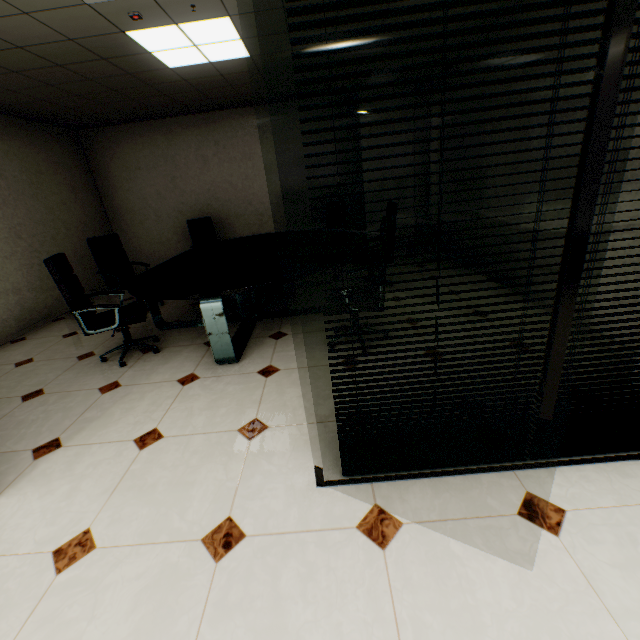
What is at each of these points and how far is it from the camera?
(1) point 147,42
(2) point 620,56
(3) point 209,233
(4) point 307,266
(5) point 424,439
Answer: (1) light, 3.20m
(2) door, 0.60m
(3) chair, 6.30m
(4) table, 3.29m
(5) blinds, 1.70m

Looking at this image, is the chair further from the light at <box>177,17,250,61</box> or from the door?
the door

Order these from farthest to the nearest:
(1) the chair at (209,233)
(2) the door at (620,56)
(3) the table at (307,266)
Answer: (1) the chair at (209,233)
(3) the table at (307,266)
(2) the door at (620,56)

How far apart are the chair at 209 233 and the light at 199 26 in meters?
2.6 m

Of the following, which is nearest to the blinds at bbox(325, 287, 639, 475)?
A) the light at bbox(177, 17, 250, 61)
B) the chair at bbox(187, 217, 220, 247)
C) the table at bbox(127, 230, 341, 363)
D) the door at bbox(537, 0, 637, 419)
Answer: the door at bbox(537, 0, 637, 419)

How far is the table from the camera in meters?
2.9

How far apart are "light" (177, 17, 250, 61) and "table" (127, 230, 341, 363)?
2.2m

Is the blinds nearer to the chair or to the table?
the table
